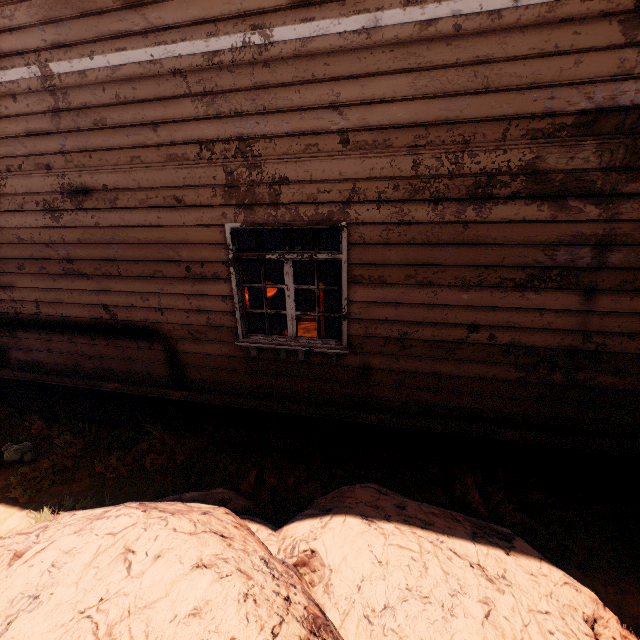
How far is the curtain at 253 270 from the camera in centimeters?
397cm

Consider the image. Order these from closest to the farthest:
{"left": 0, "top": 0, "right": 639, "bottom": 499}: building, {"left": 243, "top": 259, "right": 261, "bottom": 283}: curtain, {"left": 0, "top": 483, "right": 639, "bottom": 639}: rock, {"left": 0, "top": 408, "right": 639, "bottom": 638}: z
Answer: {"left": 0, "top": 483, "right": 639, "bottom": 639}: rock
{"left": 0, "top": 0, "right": 639, "bottom": 499}: building
{"left": 0, "top": 408, "right": 639, "bottom": 638}: z
{"left": 243, "top": 259, "right": 261, "bottom": 283}: curtain

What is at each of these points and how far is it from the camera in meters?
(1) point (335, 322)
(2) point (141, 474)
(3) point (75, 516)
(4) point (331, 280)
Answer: (1) curtain, 4.0 m
(2) z, 4.5 m
(3) rock, 3.0 m
(4) curtain, 3.8 m

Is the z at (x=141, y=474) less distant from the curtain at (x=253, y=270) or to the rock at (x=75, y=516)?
the rock at (x=75, y=516)

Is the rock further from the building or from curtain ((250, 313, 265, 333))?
curtain ((250, 313, 265, 333))

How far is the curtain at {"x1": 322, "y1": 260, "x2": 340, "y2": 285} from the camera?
3.75m
